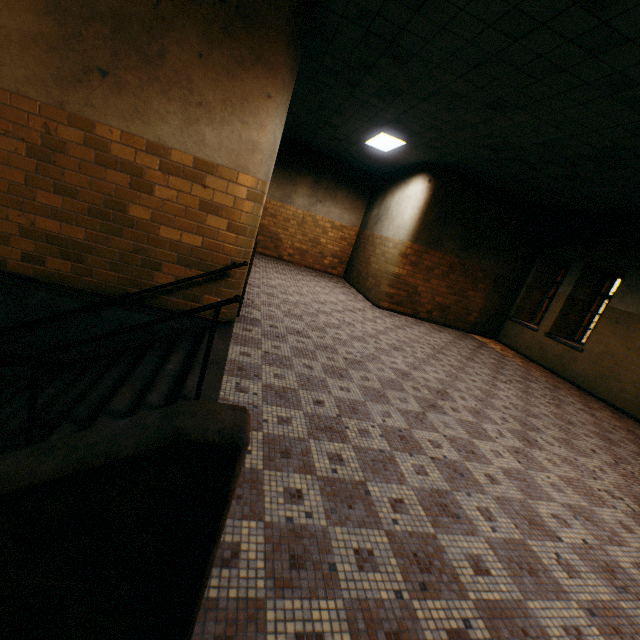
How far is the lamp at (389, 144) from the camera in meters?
7.3

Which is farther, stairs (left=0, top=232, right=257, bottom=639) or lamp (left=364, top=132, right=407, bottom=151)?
lamp (left=364, top=132, right=407, bottom=151)

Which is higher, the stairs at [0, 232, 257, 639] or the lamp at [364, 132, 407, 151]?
the lamp at [364, 132, 407, 151]

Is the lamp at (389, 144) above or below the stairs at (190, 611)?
above

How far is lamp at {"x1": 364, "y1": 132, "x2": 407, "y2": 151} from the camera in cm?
726

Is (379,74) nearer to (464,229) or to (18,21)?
(18,21)
